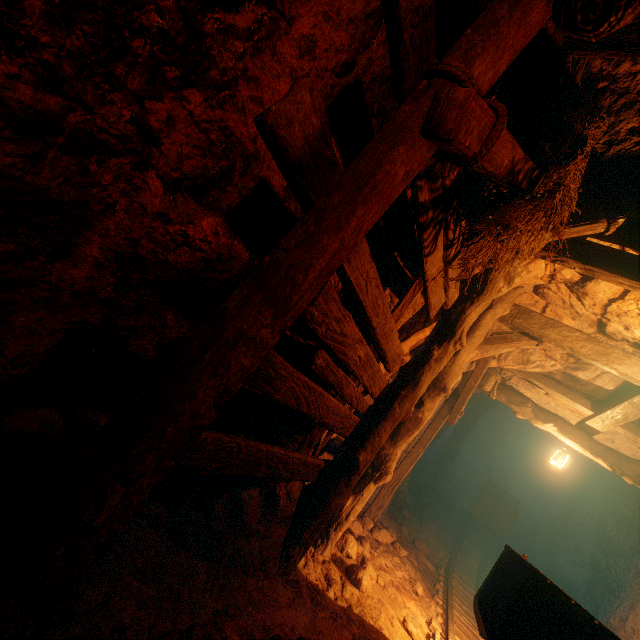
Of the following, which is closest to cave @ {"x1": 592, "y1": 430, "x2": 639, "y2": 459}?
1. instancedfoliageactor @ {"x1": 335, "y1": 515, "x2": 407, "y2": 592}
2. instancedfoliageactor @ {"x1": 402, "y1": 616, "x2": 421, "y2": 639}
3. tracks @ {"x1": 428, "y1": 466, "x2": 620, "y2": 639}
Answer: tracks @ {"x1": 428, "y1": 466, "x2": 620, "y2": 639}

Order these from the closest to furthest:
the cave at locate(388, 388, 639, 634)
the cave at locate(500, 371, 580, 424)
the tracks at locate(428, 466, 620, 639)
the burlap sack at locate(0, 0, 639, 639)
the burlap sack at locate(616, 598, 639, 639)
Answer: the burlap sack at locate(0, 0, 639, 639), the tracks at locate(428, 466, 620, 639), the burlap sack at locate(616, 598, 639, 639), the cave at locate(500, 371, 580, 424), the cave at locate(388, 388, 639, 634)

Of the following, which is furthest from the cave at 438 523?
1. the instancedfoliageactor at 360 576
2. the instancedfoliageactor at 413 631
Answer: the instancedfoliageactor at 413 631

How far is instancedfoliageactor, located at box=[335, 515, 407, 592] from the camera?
3.93m

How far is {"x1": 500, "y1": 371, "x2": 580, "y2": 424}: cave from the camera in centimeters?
687cm

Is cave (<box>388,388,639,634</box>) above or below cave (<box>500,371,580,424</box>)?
below

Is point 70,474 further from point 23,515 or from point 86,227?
point 86,227

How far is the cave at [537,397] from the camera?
6.9m
